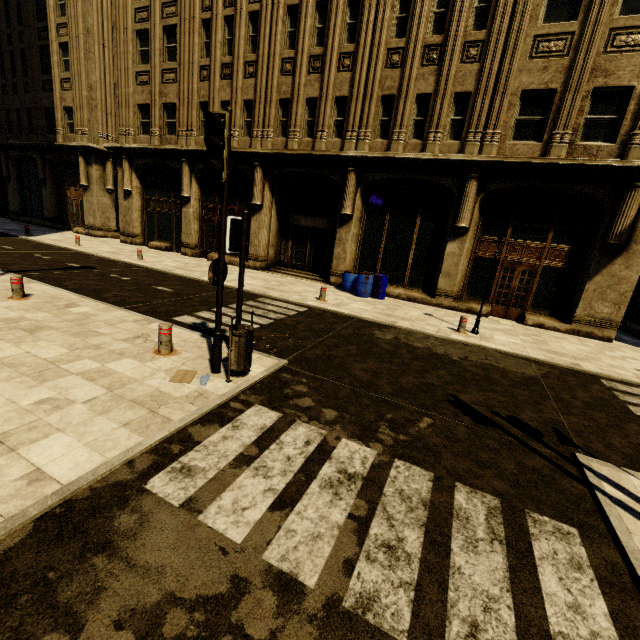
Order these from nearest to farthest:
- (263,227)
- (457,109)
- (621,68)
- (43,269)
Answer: (621,68) → (43,269) → (457,109) → (263,227)

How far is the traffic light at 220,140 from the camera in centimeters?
427cm

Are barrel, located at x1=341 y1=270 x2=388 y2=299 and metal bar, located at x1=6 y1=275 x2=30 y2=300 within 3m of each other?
no

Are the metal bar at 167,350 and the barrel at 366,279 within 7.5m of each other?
no

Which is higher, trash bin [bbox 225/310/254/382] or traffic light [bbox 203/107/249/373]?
traffic light [bbox 203/107/249/373]

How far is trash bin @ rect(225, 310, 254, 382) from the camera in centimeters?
508cm

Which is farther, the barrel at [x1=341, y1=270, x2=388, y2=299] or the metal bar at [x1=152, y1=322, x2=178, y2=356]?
the barrel at [x1=341, y1=270, x2=388, y2=299]

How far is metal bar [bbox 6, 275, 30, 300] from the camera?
7.65m
